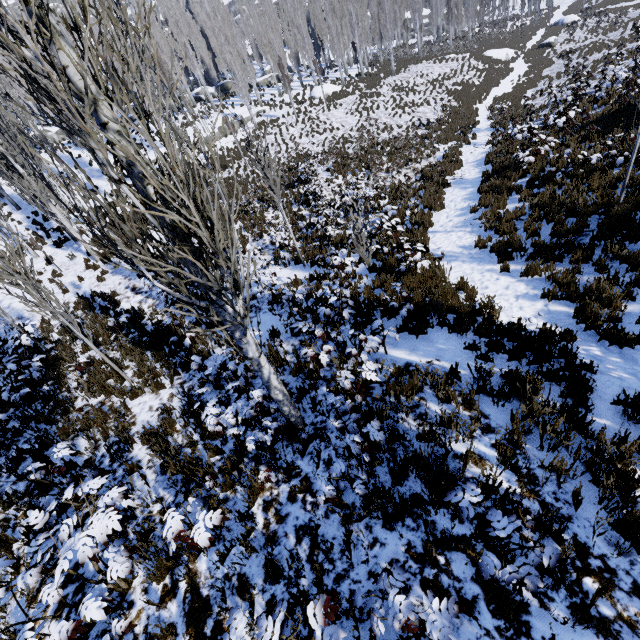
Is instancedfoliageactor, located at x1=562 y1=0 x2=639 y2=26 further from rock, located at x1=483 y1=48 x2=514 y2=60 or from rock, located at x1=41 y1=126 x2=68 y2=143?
rock, located at x1=483 y1=48 x2=514 y2=60

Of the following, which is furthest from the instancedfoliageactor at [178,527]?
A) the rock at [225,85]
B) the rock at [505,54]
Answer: the rock at [505,54]

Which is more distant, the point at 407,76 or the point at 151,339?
the point at 407,76

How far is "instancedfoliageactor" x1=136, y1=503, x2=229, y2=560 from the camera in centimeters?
325cm

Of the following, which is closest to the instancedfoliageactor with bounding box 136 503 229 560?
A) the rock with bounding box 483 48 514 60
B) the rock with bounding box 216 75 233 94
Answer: the rock with bounding box 216 75 233 94

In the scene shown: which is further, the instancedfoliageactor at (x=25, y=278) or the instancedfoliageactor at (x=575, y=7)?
the instancedfoliageactor at (x=575, y=7)
